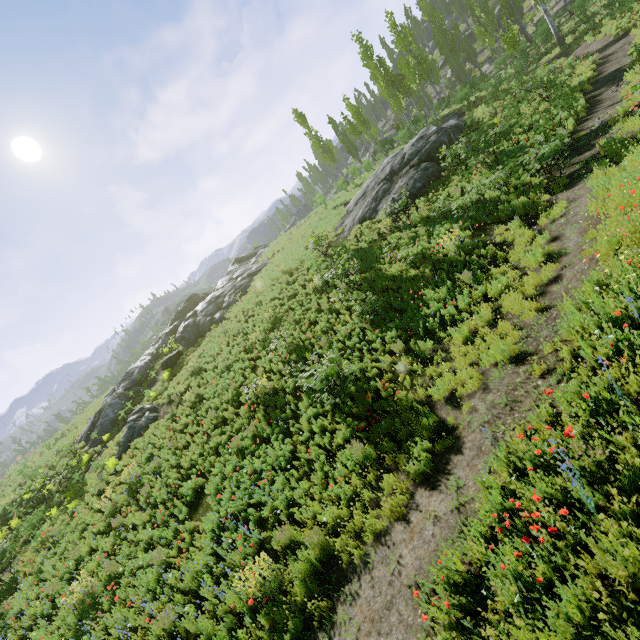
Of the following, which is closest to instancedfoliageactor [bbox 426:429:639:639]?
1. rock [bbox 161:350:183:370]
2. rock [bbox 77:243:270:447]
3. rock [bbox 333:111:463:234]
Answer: rock [bbox 77:243:270:447]

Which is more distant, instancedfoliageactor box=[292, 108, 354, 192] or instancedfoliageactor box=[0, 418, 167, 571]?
instancedfoliageactor box=[292, 108, 354, 192]

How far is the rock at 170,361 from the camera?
23.0 meters

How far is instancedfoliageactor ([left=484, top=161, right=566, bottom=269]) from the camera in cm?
837

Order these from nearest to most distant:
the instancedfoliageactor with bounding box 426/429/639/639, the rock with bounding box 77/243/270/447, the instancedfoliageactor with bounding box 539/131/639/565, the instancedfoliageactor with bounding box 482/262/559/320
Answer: the instancedfoliageactor with bounding box 426/429/639/639, the instancedfoliageactor with bounding box 539/131/639/565, the instancedfoliageactor with bounding box 482/262/559/320, the rock with bounding box 77/243/270/447

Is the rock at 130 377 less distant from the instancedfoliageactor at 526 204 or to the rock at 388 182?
the instancedfoliageactor at 526 204

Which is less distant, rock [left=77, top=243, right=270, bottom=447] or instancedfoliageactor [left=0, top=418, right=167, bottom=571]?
instancedfoliageactor [left=0, top=418, right=167, bottom=571]

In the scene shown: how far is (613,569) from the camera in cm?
284
